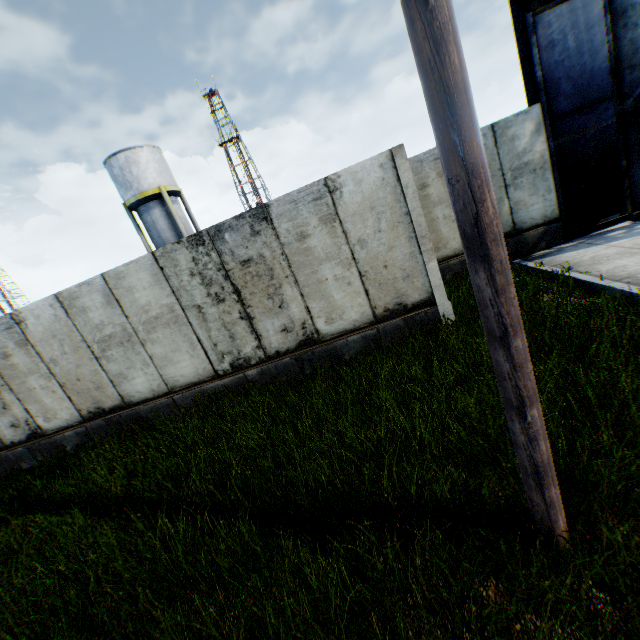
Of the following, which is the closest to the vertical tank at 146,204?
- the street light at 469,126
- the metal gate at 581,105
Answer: the metal gate at 581,105

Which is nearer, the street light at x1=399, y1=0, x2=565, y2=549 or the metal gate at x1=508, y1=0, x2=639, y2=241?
the street light at x1=399, y1=0, x2=565, y2=549

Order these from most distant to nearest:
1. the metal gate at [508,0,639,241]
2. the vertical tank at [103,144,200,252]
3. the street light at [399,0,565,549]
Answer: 1. the vertical tank at [103,144,200,252]
2. the metal gate at [508,0,639,241]
3. the street light at [399,0,565,549]

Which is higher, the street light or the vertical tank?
the vertical tank

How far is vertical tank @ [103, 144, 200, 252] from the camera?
22.4 meters

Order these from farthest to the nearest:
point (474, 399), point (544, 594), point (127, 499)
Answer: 1. point (127, 499)
2. point (474, 399)
3. point (544, 594)

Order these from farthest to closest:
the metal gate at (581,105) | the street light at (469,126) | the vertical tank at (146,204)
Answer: the vertical tank at (146,204)
the metal gate at (581,105)
the street light at (469,126)

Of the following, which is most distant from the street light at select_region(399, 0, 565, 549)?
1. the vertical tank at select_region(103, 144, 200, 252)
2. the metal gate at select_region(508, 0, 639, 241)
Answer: the vertical tank at select_region(103, 144, 200, 252)
